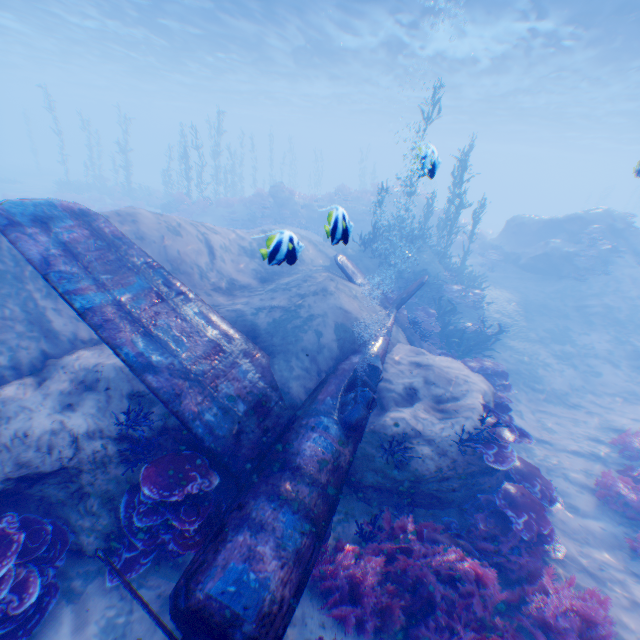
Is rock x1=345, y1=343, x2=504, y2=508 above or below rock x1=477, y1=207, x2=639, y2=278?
below

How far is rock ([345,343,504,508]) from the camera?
6.31m

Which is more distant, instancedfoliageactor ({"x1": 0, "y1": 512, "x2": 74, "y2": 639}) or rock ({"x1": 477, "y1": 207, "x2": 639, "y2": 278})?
rock ({"x1": 477, "y1": 207, "x2": 639, "y2": 278})

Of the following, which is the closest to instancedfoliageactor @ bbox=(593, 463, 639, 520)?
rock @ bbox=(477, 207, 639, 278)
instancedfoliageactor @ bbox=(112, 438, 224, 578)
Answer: rock @ bbox=(477, 207, 639, 278)

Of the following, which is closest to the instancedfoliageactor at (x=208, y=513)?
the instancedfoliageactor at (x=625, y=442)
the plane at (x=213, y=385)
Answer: the plane at (x=213, y=385)

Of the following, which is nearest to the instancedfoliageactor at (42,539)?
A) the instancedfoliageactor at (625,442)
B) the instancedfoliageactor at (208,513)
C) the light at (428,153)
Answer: the instancedfoliageactor at (208,513)

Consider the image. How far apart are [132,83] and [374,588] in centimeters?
6131cm

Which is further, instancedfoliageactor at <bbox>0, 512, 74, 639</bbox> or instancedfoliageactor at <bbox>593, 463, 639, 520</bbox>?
instancedfoliageactor at <bbox>593, 463, 639, 520</bbox>
